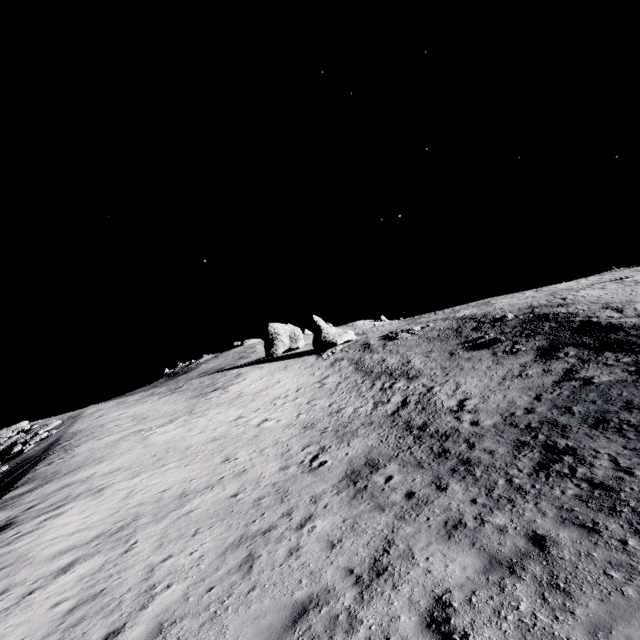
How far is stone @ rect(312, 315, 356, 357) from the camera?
48.3m

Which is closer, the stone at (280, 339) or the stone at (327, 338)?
the stone at (327, 338)

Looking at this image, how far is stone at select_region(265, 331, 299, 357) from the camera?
59.0m

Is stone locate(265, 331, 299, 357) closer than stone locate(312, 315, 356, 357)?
No

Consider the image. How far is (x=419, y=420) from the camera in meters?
19.3

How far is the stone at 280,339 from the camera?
59.0 meters
